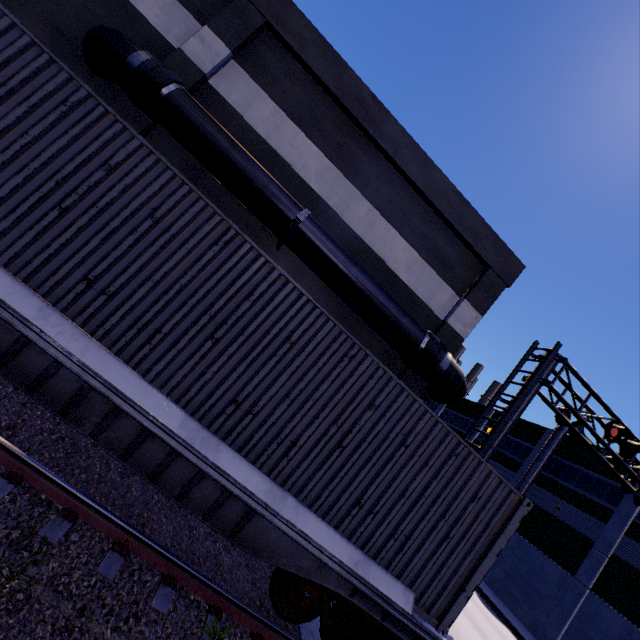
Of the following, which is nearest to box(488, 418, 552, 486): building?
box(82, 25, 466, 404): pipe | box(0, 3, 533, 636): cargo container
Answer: box(82, 25, 466, 404): pipe

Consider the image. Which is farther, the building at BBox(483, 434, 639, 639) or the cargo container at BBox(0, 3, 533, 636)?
the building at BBox(483, 434, 639, 639)

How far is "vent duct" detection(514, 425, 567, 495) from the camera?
28.6 meters

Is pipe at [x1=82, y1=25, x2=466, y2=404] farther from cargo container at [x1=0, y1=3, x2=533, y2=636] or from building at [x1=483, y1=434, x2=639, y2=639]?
cargo container at [x1=0, y1=3, x2=533, y2=636]

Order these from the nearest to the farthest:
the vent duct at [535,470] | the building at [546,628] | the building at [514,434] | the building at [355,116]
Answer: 1. the building at [355,116]
2. the building at [546,628]
3. the vent duct at [535,470]
4. the building at [514,434]

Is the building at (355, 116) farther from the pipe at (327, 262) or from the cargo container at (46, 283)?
the cargo container at (46, 283)

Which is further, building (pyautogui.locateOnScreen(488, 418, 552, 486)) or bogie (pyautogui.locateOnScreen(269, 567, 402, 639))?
building (pyautogui.locateOnScreen(488, 418, 552, 486))

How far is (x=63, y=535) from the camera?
3.74m
